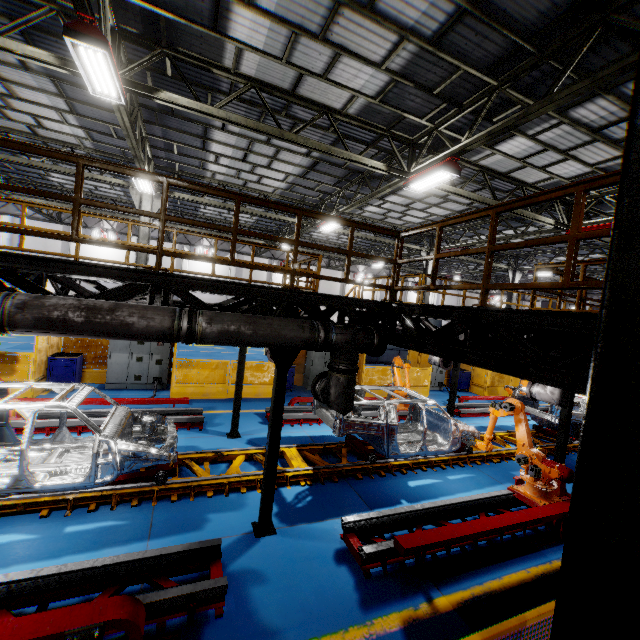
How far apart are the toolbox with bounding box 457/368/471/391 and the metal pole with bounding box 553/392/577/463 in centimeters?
962cm

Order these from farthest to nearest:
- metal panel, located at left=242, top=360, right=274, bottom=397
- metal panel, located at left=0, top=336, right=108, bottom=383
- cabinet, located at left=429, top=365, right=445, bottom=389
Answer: cabinet, located at left=429, top=365, right=445, bottom=389, metal panel, located at left=242, top=360, right=274, bottom=397, metal panel, located at left=0, top=336, right=108, bottom=383

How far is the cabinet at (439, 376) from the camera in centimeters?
1797cm

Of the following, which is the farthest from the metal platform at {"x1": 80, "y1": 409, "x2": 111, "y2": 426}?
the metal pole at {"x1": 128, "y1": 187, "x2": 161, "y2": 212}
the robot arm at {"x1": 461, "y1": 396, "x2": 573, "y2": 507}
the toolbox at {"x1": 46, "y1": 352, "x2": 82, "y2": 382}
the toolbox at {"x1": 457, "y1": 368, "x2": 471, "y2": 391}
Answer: the toolbox at {"x1": 457, "y1": 368, "x2": 471, "y2": 391}

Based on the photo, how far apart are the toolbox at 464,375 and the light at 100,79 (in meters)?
18.47

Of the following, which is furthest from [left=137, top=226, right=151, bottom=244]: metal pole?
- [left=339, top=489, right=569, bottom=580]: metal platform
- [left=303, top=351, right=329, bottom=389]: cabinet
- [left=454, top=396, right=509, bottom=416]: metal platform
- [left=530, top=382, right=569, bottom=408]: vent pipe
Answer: [left=530, top=382, right=569, bottom=408]: vent pipe

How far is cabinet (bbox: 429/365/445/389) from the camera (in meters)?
17.97

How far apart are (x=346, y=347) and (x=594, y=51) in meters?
7.1
